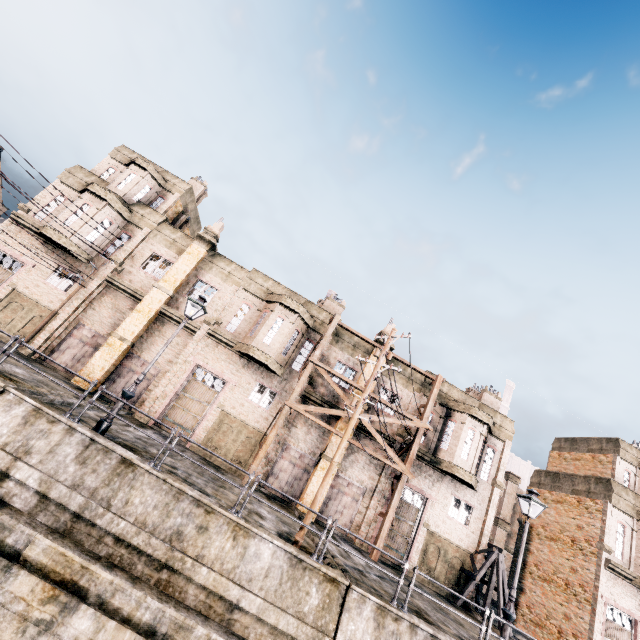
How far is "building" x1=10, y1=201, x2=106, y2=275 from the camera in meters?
20.6 m

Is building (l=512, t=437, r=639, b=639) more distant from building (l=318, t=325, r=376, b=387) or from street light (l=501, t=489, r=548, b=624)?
street light (l=501, t=489, r=548, b=624)

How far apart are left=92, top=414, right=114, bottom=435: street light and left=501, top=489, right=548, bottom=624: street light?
14.8 meters

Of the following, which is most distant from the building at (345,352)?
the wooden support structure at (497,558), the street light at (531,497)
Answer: the street light at (531,497)

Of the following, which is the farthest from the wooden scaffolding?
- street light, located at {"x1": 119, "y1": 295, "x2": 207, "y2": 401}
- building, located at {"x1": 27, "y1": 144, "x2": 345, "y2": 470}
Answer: street light, located at {"x1": 119, "y1": 295, "x2": 207, "y2": 401}

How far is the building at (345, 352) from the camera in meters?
23.0

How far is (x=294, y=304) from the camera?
22.22m

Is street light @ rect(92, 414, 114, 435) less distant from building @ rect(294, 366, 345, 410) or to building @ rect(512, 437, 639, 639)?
building @ rect(294, 366, 345, 410)
